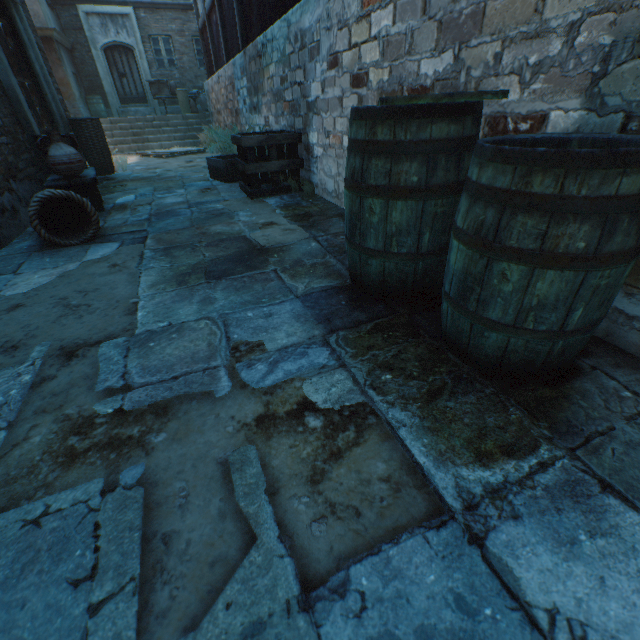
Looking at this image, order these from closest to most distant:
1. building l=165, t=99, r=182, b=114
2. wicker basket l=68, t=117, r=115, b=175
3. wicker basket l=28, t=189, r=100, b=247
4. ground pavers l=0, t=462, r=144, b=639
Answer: ground pavers l=0, t=462, r=144, b=639 < wicker basket l=28, t=189, r=100, b=247 < wicker basket l=68, t=117, r=115, b=175 < building l=165, t=99, r=182, b=114

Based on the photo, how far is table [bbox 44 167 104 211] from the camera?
3.6m

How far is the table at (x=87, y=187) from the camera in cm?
359

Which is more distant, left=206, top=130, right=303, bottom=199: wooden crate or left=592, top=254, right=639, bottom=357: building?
left=206, top=130, right=303, bottom=199: wooden crate

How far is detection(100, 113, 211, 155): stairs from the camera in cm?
1107

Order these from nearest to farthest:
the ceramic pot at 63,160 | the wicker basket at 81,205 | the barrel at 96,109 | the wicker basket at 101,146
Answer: the wicker basket at 81,205 < the ceramic pot at 63,160 < the wicker basket at 101,146 < the barrel at 96,109

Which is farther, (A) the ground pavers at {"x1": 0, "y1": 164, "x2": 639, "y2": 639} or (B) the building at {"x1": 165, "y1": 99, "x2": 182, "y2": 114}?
(B) the building at {"x1": 165, "y1": 99, "x2": 182, "y2": 114}

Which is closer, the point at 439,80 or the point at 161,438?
the point at 161,438
